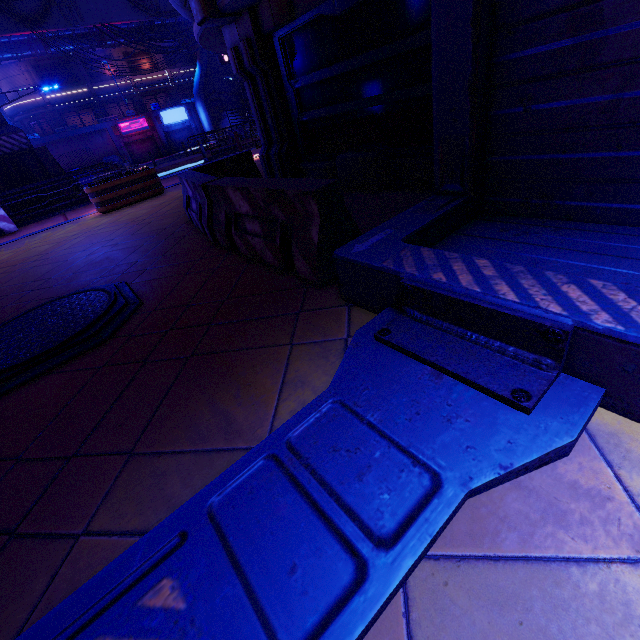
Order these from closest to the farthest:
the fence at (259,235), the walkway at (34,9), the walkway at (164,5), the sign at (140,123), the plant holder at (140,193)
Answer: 1. the fence at (259,235)
2. the plant holder at (140,193)
3. the walkway at (34,9)
4. the walkway at (164,5)
5. the sign at (140,123)

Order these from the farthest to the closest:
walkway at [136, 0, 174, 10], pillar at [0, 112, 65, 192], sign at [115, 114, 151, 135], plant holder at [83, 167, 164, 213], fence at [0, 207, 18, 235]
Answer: sign at [115, 114, 151, 135]
walkway at [136, 0, 174, 10]
pillar at [0, 112, 65, 192]
fence at [0, 207, 18, 235]
plant holder at [83, 167, 164, 213]

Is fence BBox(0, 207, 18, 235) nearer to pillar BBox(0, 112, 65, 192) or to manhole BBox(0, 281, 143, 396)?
pillar BBox(0, 112, 65, 192)

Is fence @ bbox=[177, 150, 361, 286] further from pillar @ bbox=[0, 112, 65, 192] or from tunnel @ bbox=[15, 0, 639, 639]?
pillar @ bbox=[0, 112, 65, 192]

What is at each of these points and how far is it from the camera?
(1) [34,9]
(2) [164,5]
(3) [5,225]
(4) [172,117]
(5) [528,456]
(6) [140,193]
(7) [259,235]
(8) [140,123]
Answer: (1) walkway, 18.5 meters
(2) walkway, 21.9 meters
(3) fence, 11.8 meters
(4) sign, 40.7 meters
(5) tunnel, 1.3 meters
(6) plant holder, 10.8 meters
(7) fence, 3.8 meters
(8) sign, 38.8 meters

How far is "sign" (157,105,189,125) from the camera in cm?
3991

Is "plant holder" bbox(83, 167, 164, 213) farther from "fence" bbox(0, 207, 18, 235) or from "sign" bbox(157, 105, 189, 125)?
"sign" bbox(157, 105, 189, 125)

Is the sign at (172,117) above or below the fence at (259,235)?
above
